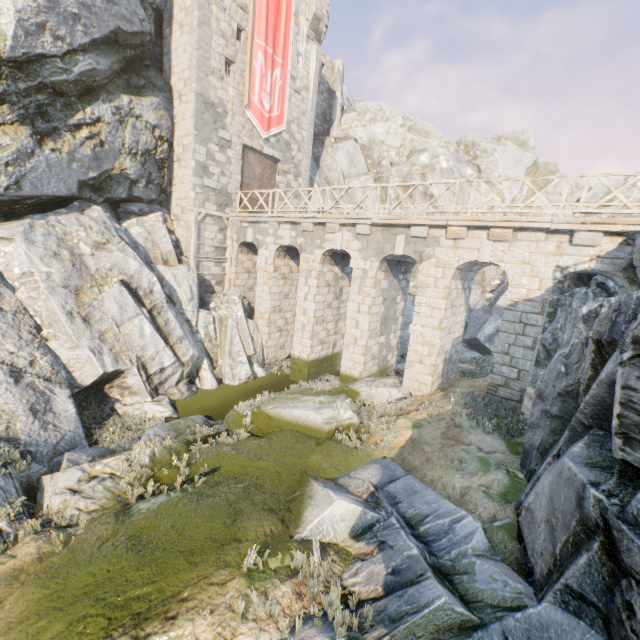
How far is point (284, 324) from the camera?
18.5 meters

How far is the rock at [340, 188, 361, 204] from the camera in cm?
2596

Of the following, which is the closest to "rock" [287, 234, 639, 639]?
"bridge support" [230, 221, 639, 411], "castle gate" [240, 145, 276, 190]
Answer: "bridge support" [230, 221, 639, 411]

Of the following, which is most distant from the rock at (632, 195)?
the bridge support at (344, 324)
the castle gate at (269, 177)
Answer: the castle gate at (269, 177)

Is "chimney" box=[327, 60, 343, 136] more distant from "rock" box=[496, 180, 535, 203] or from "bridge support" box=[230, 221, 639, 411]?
"bridge support" box=[230, 221, 639, 411]
